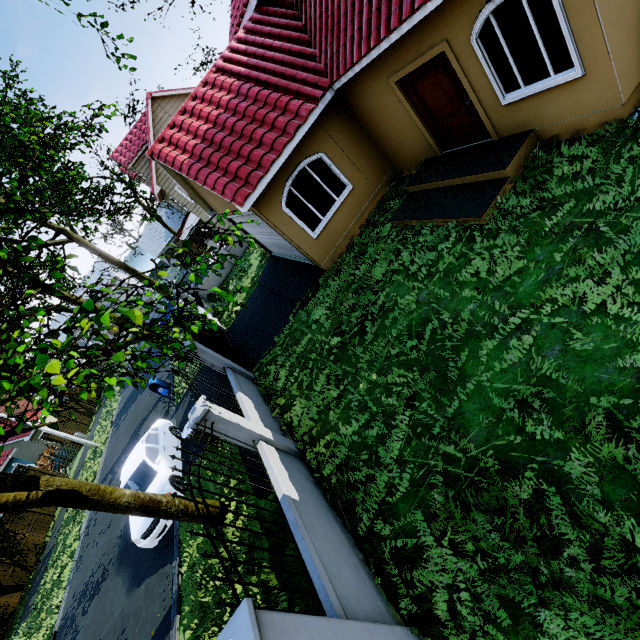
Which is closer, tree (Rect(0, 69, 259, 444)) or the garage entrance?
tree (Rect(0, 69, 259, 444))

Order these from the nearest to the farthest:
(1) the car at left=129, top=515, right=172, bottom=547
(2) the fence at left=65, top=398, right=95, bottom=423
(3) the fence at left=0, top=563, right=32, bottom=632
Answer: (1) the car at left=129, top=515, right=172, bottom=547 → (3) the fence at left=0, top=563, right=32, bottom=632 → (2) the fence at left=65, top=398, right=95, bottom=423

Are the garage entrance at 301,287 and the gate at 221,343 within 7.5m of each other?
yes

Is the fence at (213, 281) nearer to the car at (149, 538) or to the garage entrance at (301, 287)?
the garage entrance at (301, 287)

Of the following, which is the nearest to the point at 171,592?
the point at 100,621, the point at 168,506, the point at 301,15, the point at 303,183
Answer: the point at 168,506

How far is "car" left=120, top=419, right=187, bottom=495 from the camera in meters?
9.4

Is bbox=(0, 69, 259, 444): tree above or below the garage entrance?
above

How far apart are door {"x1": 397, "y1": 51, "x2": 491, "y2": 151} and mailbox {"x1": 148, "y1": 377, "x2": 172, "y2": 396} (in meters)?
14.27
